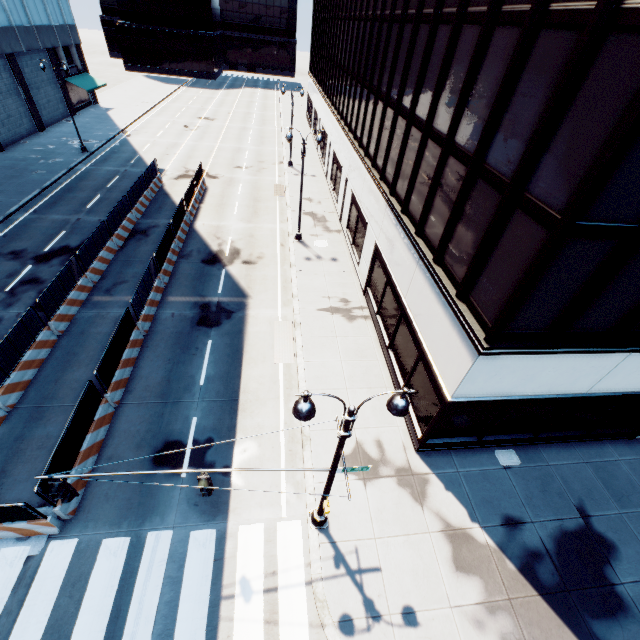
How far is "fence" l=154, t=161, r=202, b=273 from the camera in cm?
1867

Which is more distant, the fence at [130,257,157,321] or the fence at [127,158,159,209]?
the fence at [127,158,159,209]

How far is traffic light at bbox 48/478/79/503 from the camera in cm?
687

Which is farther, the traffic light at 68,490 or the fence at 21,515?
the fence at 21,515

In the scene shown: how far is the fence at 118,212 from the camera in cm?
2078

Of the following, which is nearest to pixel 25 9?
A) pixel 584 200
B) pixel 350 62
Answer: pixel 350 62

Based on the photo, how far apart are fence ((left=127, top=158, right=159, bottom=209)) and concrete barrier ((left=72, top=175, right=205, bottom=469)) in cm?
1
